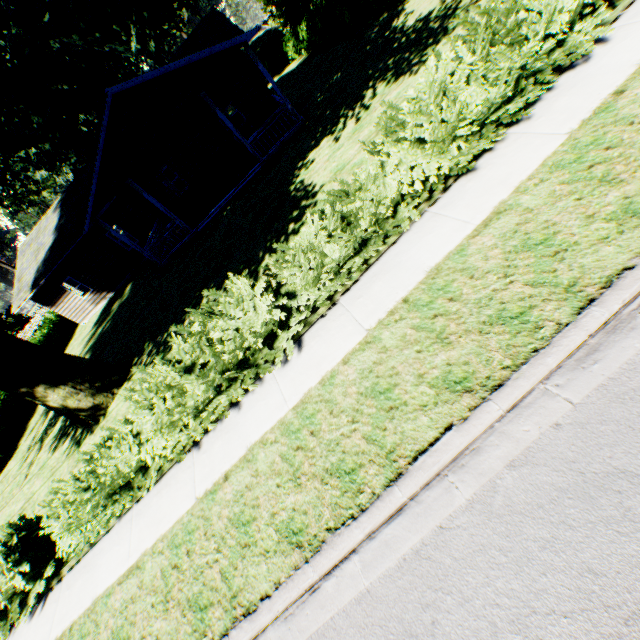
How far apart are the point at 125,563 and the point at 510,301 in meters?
7.5 m

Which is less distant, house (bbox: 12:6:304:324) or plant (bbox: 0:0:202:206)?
plant (bbox: 0:0:202:206)

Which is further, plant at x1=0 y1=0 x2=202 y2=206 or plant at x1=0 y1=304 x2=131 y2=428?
plant at x1=0 y1=304 x2=131 y2=428

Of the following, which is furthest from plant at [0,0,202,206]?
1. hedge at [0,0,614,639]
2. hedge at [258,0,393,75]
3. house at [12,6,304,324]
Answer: house at [12,6,304,324]

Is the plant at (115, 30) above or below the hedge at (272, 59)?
above

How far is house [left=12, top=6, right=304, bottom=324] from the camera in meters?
12.9

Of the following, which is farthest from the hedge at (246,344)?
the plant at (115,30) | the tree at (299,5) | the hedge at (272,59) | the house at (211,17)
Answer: the hedge at (272,59)

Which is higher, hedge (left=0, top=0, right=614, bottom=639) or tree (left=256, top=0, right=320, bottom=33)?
tree (left=256, top=0, right=320, bottom=33)
